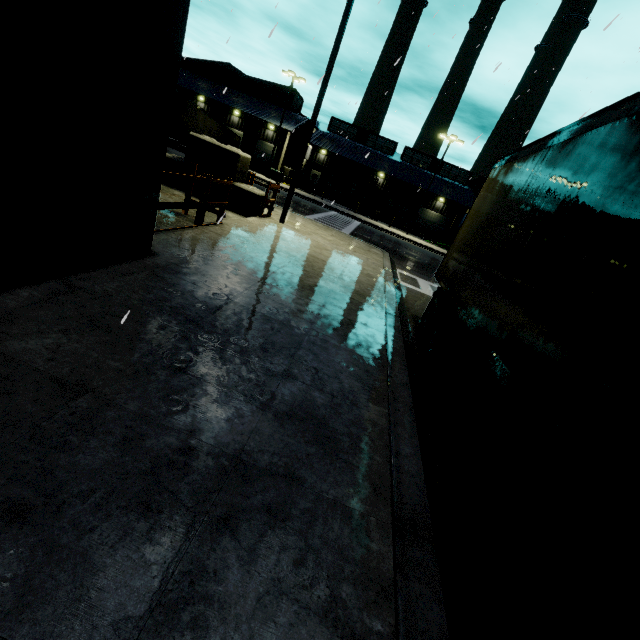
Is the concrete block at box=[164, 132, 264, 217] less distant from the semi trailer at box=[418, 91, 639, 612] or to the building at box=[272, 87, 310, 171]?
the semi trailer at box=[418, 91, 639, 612]

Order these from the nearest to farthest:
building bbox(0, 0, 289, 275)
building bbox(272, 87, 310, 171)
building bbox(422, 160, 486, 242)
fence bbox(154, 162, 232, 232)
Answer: building bbox(0, 0, 289, 275), fence bbox(154, 162, 232, 232), building bbox(272, 87, 310, 171), building bbox(422, 160, 486, 242)

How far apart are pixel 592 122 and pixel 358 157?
43.9m

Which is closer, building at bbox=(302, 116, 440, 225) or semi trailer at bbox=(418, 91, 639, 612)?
semi trailer at bbox=(418, 91, 639, 612)

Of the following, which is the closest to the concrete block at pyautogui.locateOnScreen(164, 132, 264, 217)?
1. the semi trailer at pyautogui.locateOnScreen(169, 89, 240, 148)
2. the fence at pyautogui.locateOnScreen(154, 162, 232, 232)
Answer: the semi trailer at pyautogui.locateOnScreen(169, 89, 240, 148)

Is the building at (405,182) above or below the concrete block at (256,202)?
above

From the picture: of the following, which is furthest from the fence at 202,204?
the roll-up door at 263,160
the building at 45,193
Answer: the roll-up door at 263,160

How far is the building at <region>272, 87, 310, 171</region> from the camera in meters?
37.5 m
